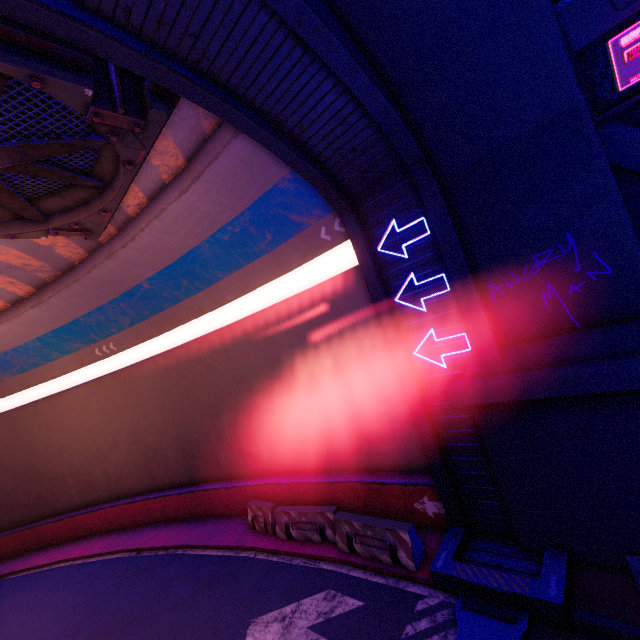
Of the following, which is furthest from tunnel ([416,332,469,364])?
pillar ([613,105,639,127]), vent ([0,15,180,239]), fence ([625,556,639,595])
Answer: pillar ([613,105,639,127])

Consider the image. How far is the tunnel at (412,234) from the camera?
7.58m

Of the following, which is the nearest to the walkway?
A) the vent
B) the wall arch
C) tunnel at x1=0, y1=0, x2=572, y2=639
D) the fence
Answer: the wall arch

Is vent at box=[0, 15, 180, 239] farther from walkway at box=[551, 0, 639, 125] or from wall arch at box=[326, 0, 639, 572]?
walkway at box=[551, 0, 639, 125]

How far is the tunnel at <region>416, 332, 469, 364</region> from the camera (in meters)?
7.45

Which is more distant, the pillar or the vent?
the pillar

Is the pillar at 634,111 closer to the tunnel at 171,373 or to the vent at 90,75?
the tunnel at 171,373

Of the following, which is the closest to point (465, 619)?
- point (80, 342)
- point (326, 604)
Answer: point (326, 604)
